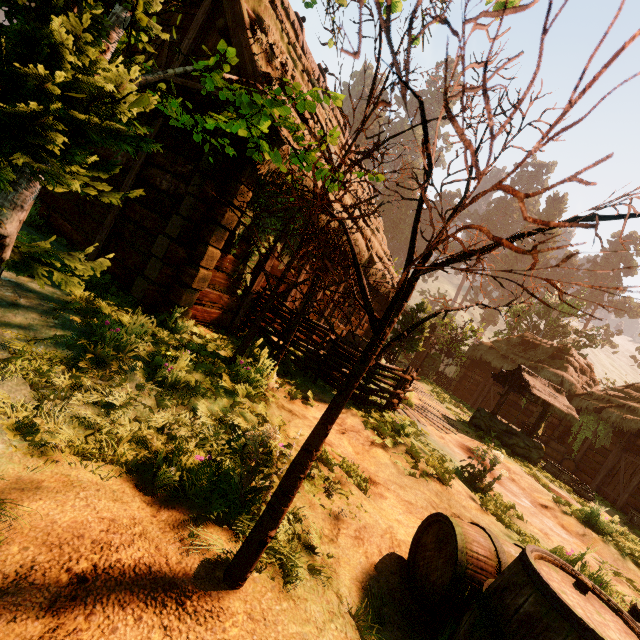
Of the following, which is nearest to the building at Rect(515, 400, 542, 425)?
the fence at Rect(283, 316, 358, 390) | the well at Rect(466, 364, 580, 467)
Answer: the fence at Rect(283, 316, 358, 390)

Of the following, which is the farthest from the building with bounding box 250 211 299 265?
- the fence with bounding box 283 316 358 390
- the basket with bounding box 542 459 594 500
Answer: the basket with bounding box 542 459 594 500

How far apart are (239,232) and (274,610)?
5.2m

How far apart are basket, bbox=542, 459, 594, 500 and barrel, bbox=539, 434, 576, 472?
3.3 meters

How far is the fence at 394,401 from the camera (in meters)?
6.04

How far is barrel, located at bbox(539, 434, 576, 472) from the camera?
14.77m

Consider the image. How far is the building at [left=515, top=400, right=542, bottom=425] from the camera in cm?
1798

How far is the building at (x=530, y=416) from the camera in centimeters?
1798cm
